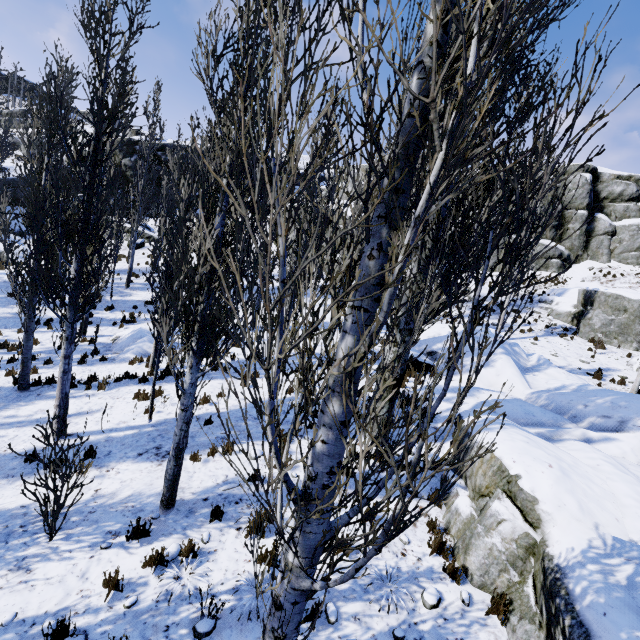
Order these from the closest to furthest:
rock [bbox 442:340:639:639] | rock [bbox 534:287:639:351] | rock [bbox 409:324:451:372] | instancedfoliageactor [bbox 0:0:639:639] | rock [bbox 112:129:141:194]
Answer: instancedfoliageactor [bbox 0:0:639:639] < rock [bbox 442:340:639:639] < rock [bbox 409:324:451:372] < rock [bbox 534:287:639:351] < rock [bbox 112:129:141:194]

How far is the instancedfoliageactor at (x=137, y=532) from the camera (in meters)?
5.07

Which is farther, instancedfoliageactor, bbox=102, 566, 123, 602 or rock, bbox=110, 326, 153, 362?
rock, bbox=110, 326, 153, 362

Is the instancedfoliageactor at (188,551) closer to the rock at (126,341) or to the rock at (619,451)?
the rock at (619,451)

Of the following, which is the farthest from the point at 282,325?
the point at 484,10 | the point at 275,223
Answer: the point at 484,10

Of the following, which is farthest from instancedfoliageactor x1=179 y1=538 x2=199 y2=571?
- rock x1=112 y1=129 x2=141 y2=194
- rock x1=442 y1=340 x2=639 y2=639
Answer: rock x1=112 y1=129 x2=141 y2=194

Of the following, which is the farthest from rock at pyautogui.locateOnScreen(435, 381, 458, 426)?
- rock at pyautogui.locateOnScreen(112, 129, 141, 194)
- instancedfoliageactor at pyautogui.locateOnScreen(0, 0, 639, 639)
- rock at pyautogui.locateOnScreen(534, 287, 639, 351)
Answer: rock at pyautogui.locateOnScreen(112, 129, 141, 194)
